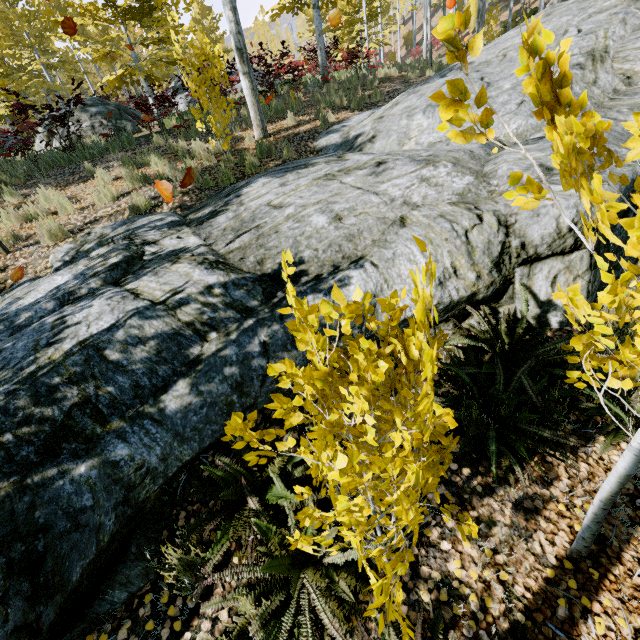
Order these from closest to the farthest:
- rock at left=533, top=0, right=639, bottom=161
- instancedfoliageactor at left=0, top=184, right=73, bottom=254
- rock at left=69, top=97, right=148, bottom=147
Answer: rock at left=533, top=0, right=639, bottom=161
instancedfoliageactor at left=0, top=184, right=73, bottom=254
rock at left=69, top=97, right=148, bottom=147

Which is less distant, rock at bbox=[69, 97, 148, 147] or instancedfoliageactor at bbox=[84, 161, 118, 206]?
instancedfoliageactor at bbox=[84, 161, 118, 206]

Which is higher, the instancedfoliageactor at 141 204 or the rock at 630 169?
the instancedfoliageactor at 141 204

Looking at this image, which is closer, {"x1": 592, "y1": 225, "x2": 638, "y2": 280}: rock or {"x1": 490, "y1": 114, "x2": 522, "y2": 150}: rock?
{"x1": 592, "y1": 225, "x2": 638, "y2": 280}: rock

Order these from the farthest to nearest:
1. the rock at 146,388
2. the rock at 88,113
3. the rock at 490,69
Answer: the rock at 88,113 → the rock at 490,69 → the rock at 146,388

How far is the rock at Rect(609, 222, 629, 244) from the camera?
3.41m

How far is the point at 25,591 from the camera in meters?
1.8 m
